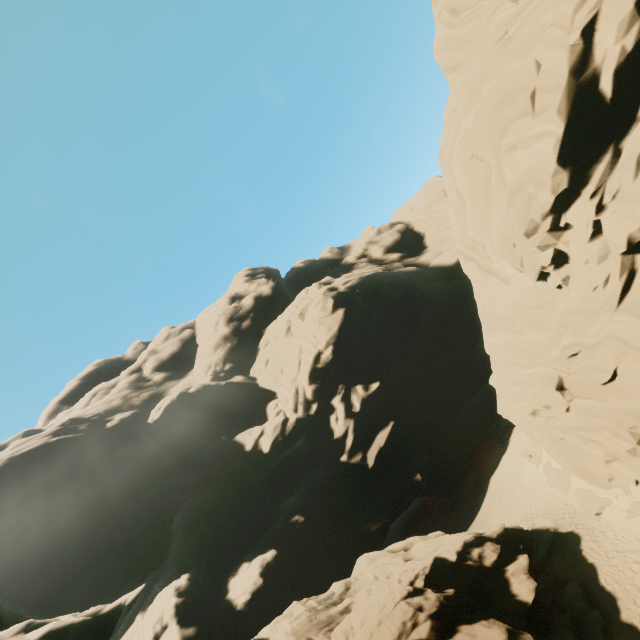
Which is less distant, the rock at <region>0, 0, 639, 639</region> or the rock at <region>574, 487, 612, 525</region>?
the rock at <region>0, 0, 639, 639</region>

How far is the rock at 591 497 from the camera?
19.0 meters

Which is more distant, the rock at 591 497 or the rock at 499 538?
the rock at 591 497

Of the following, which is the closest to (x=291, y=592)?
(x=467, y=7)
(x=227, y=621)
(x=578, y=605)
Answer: (x=227, y=621)

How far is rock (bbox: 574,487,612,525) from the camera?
19.0 meters

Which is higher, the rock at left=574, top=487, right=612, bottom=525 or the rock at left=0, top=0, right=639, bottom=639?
the rock at left=0, top=0, right=639, bottom=639
